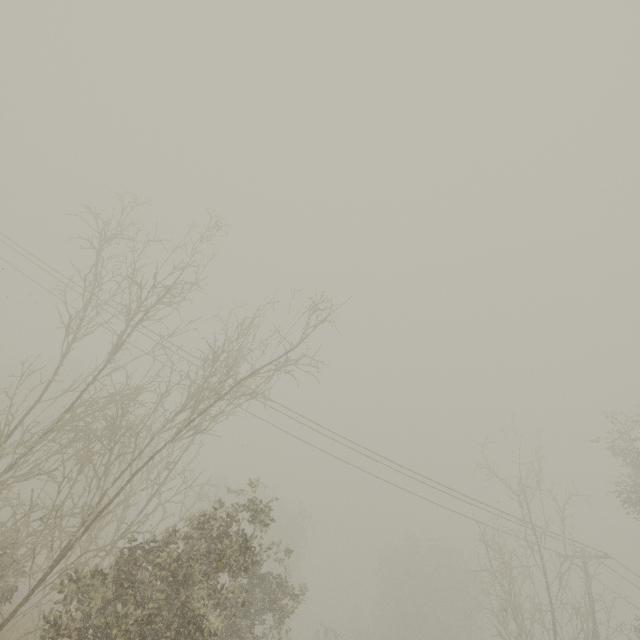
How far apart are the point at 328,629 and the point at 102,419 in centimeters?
3053cm
